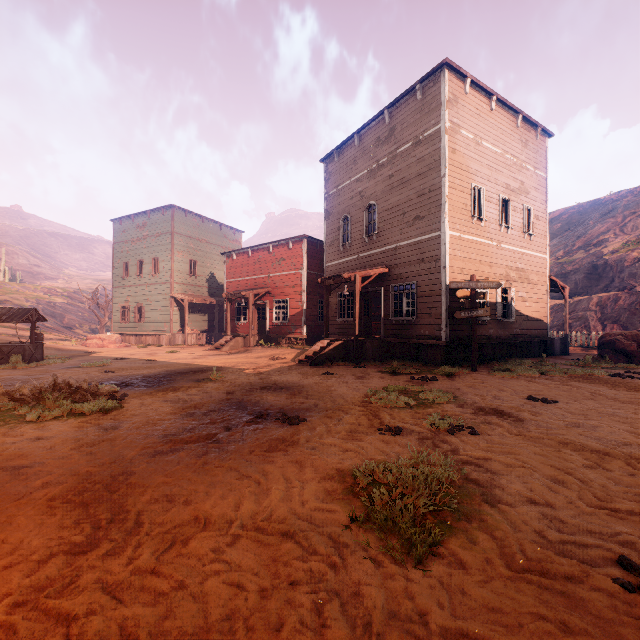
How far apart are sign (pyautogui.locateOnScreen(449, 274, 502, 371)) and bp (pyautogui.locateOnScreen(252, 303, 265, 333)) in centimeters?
1450cm

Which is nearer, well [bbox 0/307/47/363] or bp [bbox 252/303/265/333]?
well [bbox 0/307/47/363]

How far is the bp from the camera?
22.55m

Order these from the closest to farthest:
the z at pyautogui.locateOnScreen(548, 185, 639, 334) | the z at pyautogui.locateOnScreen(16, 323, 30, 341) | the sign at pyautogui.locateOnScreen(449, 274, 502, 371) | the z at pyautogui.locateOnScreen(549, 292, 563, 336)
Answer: the sign at pyautogui.locateOnScreen(449, 274, 502, 371) < the z at pyautogui.locateOnScreen(548, 185, 639, 334) < the z at pyautogui.locateOnScreen(16, 323, 30, 341) < the z at pyautogui.locateOnScreen(549, 292, 563, 336)

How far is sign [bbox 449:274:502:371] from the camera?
10.38m

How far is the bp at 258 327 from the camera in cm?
2255

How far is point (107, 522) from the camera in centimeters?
270cm

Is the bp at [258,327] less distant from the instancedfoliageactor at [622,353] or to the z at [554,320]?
the z at [554,320]
